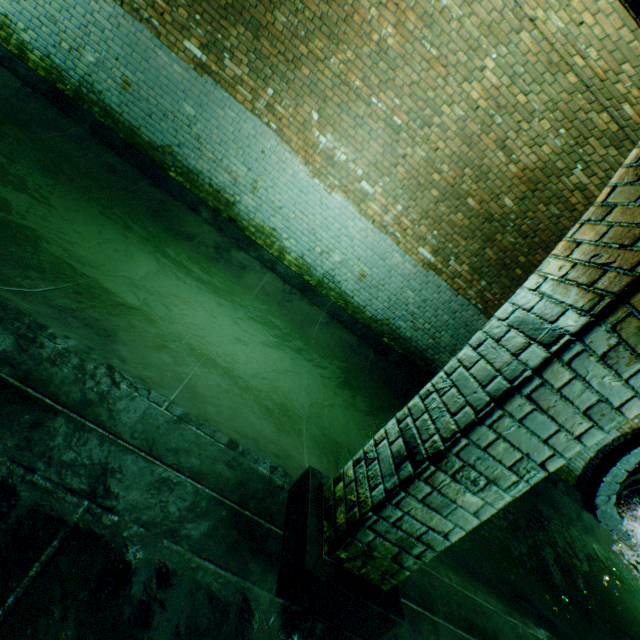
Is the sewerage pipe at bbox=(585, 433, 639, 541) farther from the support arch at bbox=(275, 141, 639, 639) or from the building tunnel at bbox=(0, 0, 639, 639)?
the support arch at bbox=(275, 141, 639, 639)

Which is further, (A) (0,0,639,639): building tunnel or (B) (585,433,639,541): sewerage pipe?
(B) (585,433,639,541): sewerage pipe

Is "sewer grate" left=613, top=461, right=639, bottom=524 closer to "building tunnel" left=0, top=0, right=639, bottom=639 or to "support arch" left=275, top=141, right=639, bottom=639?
"building tunnel" left=0, top=0, right=639, bottom=639

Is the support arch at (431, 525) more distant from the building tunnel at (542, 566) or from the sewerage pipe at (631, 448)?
the sewerage pipe at (631, 448)

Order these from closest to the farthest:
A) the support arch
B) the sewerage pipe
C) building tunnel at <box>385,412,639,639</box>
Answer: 1. the support arch
2. building tunnel at <box>385,412,639,639</box>
3. the sewerage pipe

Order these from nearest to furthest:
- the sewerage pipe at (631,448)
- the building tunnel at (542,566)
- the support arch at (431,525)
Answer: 1. the support arch at (431,525)
2. the building tunnel at (542,566)
3. the sewerage pipe at (631,448)

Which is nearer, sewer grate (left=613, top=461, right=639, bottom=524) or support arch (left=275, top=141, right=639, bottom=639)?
support arch (left=275, top=141, right=639, bottom=639)

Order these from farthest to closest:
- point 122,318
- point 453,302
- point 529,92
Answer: point 453,302, point 529,92, point 122,318
